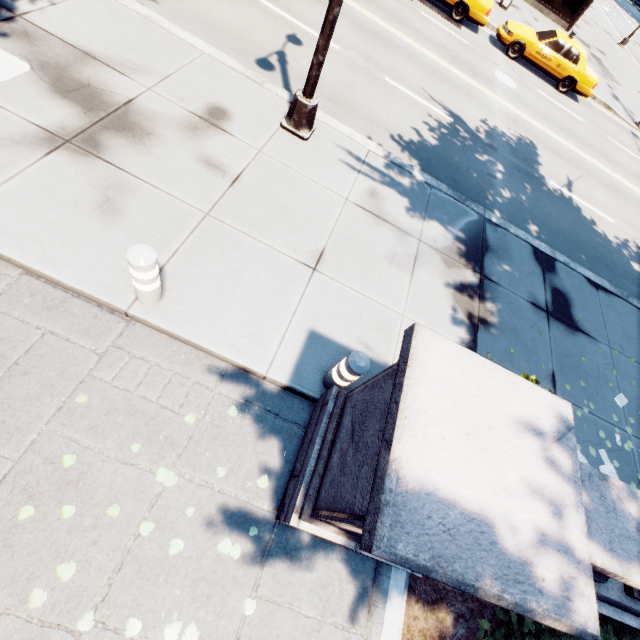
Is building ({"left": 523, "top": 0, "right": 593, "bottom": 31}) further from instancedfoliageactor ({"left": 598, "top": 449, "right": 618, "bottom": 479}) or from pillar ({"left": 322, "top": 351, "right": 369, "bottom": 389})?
pillar ({"left": 322, "top": 351, "right": 369, "bottom": 389})

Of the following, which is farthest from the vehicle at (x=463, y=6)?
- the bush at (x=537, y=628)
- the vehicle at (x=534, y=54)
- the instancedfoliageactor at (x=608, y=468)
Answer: the bush at (x=537, y=628)

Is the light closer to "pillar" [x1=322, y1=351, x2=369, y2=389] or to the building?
"pillar" [x1=322, y1=351, x2=369, y2=389]

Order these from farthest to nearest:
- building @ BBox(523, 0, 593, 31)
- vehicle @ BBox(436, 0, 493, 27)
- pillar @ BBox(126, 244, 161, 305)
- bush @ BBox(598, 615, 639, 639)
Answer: building @ BBox(523, 0, 593, 31) → vehicle @ BBox(436, 0, 493, 27) → bush @ BBox(598, 615, 639, 639) → pillar @ BBox(126, 244, 161, 305)

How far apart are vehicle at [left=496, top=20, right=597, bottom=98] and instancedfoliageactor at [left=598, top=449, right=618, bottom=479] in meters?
17.5 m

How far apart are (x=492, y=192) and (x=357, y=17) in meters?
7.8

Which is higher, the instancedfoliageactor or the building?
the building

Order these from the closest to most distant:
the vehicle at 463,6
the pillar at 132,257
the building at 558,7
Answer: the pillar at 132,257
the vehicle at 463,6
the building at 558,7
